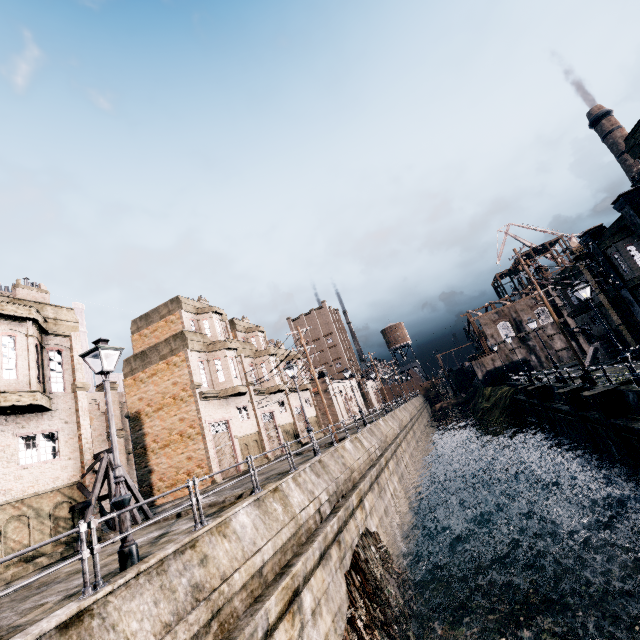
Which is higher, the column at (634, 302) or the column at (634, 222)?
the column at (634, 222)

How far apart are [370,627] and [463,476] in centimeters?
2635cm

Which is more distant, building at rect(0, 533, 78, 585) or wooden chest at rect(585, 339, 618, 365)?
wooden chest at rect(585, 339, 618, 365)

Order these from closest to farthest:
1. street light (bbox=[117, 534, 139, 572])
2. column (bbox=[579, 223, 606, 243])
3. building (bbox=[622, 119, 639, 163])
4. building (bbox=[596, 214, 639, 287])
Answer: street light (bbox=[117, 534, 139, 572])
building (bbox=[622, 119, 639, 163])
building (bbox=[596, 214, 639, 287])
column (bbox=[579, 223, 606, 243])

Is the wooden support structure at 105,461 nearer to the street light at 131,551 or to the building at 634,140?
the street light at 131,551

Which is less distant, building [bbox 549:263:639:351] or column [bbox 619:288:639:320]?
column [bbox 619:288:639:320]

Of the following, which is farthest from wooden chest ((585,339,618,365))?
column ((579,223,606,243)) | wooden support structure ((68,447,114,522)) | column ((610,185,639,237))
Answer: wooden support structure ((68,447,114,522))

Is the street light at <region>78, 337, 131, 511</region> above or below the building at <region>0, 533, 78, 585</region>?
above
